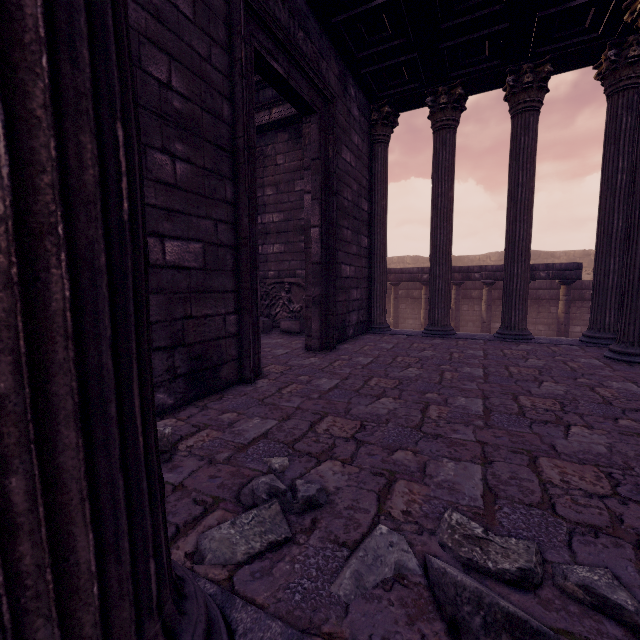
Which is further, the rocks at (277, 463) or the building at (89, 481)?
the rocks at (277, 463)

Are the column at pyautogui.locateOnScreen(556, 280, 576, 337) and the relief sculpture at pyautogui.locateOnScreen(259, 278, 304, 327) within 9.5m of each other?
yes

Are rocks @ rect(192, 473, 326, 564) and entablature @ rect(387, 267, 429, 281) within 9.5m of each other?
no

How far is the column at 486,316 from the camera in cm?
1131

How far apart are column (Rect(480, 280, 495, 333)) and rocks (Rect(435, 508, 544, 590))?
11.3 meters

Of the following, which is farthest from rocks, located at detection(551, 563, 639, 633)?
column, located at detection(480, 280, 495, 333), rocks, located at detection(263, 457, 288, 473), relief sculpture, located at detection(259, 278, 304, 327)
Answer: column, located at detection(480, 280, 495, 333)

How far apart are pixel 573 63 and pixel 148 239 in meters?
7.7 m

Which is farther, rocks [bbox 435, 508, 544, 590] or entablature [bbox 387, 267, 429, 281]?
entablature [bbox 387, 267, 429, 281]
